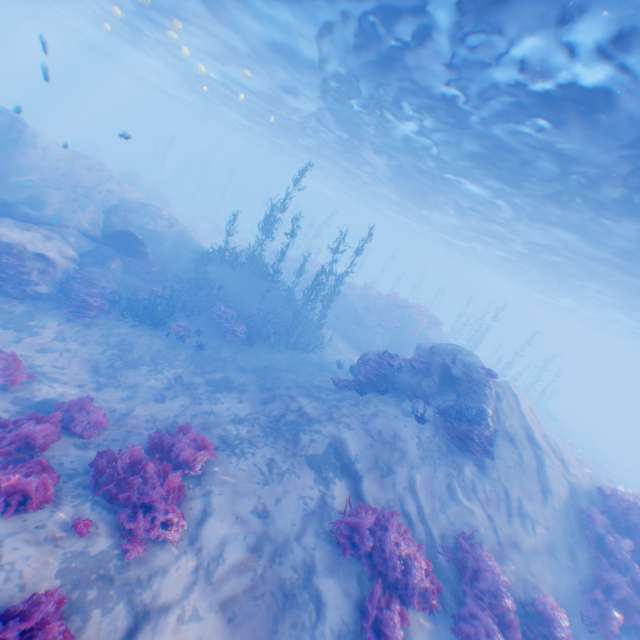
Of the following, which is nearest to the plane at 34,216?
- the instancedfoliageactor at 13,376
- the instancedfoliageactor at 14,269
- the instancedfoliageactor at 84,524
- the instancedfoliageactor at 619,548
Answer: the instancedfoliageactor at 14,269

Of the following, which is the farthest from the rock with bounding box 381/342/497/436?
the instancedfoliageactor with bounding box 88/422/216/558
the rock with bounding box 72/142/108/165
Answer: the rock with bounding box 72/142/108/165

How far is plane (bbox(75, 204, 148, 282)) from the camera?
14.3m

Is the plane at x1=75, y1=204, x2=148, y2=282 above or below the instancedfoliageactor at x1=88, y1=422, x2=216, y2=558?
above

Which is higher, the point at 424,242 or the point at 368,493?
the point at 424,242

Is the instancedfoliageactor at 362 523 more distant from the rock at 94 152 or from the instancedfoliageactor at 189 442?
the rock at 94 152

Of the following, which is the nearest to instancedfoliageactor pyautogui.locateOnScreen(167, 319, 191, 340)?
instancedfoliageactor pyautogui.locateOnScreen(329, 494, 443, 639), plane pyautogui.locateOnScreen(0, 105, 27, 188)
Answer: plane pyautogui.locateOnScreen(0, 105, 27, 188)

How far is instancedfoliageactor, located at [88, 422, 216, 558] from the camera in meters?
5.9
